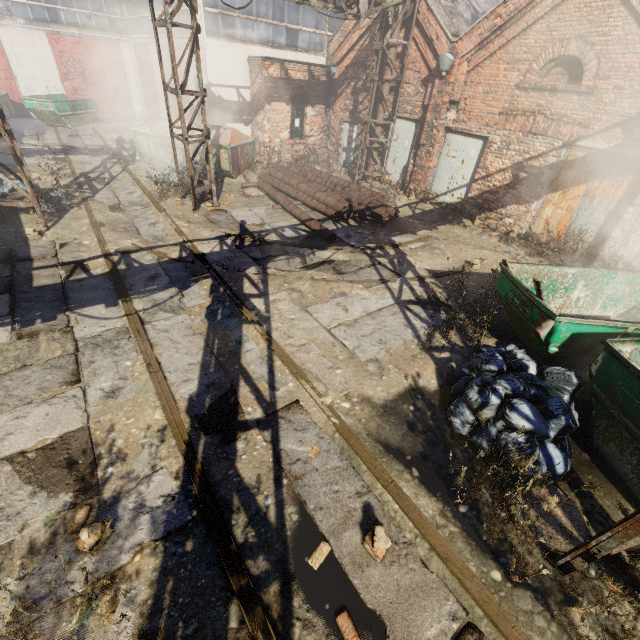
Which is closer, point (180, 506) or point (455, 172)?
point (180, 506)

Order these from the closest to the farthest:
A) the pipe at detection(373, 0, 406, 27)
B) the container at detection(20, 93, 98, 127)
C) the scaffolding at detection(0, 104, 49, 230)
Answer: the scaffolding at detection(0, 104, 49, 230), the pipe at detection(373, 0, 406, 27), the container at detection(20, 93, 98, 127)

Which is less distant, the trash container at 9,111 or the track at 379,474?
the track at 379,474

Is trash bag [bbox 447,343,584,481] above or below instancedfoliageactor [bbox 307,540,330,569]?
above

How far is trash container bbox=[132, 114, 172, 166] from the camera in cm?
1319

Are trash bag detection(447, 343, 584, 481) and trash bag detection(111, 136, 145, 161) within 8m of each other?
no

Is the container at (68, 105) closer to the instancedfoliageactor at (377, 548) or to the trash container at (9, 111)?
the trash container at (9, 111)
